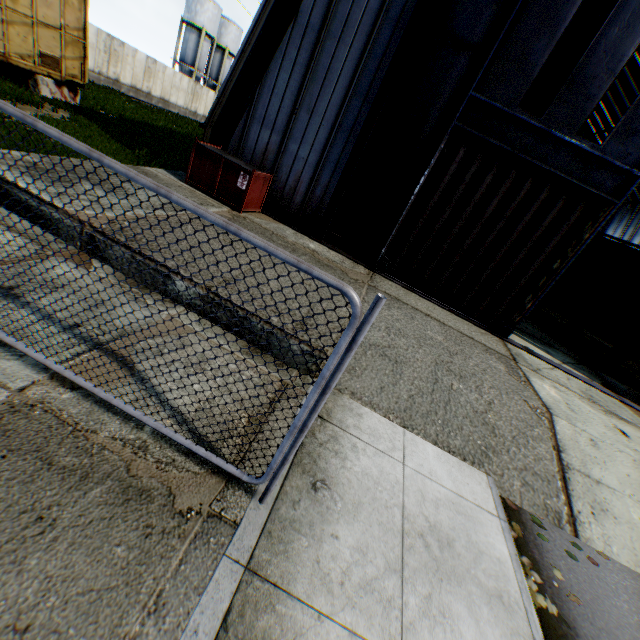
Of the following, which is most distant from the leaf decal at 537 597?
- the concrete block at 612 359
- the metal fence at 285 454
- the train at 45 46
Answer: the train at 45 46

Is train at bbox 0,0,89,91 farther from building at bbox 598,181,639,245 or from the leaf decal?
the leaf decal

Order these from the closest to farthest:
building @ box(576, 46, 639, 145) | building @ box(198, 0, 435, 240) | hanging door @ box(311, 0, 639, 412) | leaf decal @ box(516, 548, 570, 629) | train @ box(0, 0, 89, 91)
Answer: leaf decal @ box(516, 548, 570, 629) → hanging door @ box(311, 0, 639, 412) → building @ box(198, 0, 435, 240) → train @ box(0, 0, 89, 91) → building @ box(576, 46, 639, 145)

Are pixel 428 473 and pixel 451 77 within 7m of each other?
no

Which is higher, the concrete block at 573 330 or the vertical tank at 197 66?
the vertical tank at 197 66

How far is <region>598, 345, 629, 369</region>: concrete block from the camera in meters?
13.6 m

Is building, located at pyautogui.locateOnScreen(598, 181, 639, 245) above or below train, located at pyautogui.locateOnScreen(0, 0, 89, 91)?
above

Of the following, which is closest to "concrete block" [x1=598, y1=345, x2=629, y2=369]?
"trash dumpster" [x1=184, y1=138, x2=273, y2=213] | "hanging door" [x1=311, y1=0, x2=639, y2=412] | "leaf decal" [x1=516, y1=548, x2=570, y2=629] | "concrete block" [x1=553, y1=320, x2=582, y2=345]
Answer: "concrete block" [x1=553, y1=320, x2=582, y2=345]
